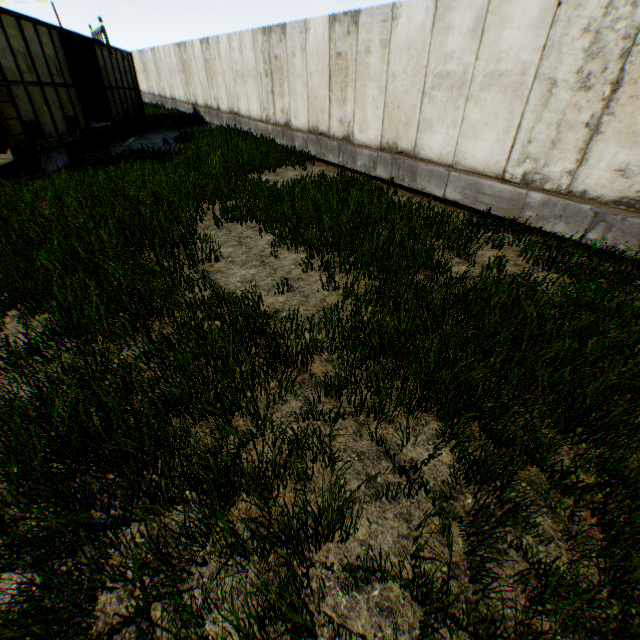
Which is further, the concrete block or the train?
the concrete block

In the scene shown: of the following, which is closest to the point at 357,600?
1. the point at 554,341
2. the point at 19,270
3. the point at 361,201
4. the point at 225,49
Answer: the point at 554,341

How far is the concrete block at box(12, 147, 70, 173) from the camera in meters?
10.1

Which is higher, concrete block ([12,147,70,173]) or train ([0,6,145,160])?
train ([0,6,145,160])

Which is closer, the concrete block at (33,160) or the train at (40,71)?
the train at (40,71)

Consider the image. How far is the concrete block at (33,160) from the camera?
10.09m
